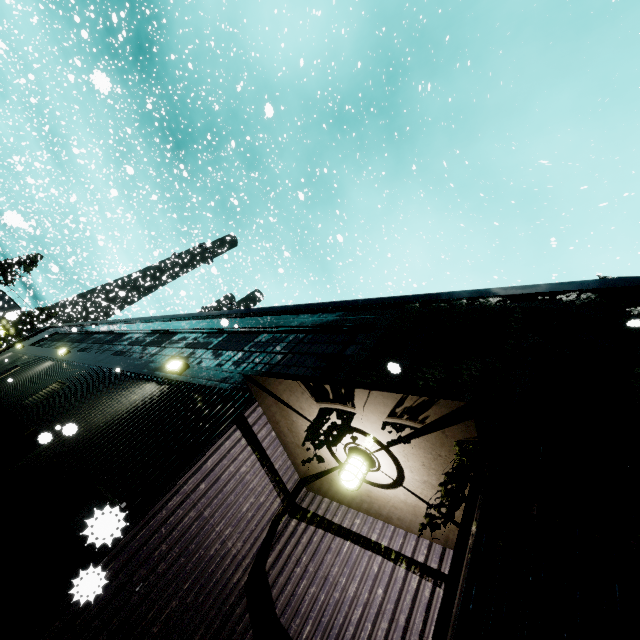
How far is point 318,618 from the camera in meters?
3.8 m

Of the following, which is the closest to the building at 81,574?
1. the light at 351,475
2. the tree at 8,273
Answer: the light at 351,475

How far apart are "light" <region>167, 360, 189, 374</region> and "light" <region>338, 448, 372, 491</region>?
4.21m

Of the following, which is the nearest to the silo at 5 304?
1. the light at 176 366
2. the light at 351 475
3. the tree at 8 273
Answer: the tree at 8 273

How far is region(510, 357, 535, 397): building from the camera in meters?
3.2

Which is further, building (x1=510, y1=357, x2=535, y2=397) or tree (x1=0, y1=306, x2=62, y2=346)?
tree (x1=0, y1=306, x2=62, y2=346)

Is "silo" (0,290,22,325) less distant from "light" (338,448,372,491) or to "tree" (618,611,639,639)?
"tree" (618,611,639,639)

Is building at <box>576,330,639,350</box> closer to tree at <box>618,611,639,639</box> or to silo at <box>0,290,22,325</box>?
tree at <box>618,611,639,639</box>
